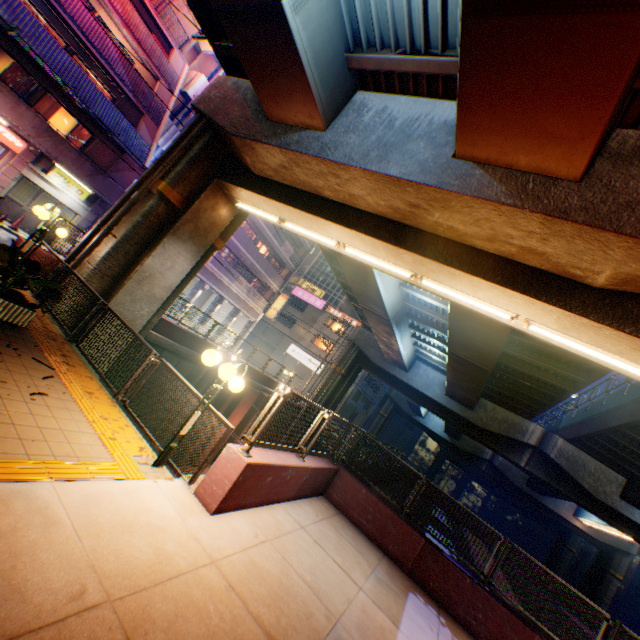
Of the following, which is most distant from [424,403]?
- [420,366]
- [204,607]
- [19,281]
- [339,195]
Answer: [19,281]

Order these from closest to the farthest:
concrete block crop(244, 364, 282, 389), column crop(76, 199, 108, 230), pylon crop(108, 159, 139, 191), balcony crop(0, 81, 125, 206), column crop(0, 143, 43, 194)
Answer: balcony crop(0, 81, 125, 206) → column crop(0, 143, 43, 194) → pylon crop(108, 159, 139, 191) → column crop(76, 199, 108, 230) → concrete block crop(244, 364, 282, 389)

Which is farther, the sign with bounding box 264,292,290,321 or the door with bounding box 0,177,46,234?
the sign with bounding box 264,292,290,321

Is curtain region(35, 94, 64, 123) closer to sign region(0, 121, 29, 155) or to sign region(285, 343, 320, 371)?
sign region(0, 121, 29, 155)

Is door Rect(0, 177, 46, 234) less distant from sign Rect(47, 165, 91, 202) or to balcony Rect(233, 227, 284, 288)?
sign Rect(47, 165, 91, 202)

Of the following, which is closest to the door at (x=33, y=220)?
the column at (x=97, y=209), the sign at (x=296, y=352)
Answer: the column at (x=97, y=209)

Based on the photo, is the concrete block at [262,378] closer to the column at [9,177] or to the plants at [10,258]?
the plants at [10,258]

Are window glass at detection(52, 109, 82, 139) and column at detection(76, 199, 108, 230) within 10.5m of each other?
yes
